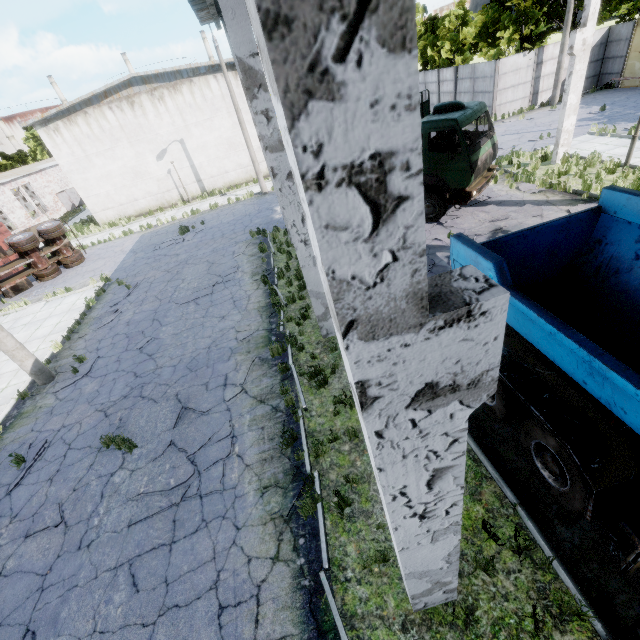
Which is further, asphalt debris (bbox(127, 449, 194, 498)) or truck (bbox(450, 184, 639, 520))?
asphalt debris (bbox(127, 449, 194, 498))

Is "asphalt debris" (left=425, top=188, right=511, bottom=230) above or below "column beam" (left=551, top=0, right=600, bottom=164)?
below

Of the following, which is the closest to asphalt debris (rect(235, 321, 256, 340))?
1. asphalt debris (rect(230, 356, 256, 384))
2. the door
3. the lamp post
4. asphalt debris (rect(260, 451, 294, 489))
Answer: asphalt debris (rect(230, 356, 256, 384))

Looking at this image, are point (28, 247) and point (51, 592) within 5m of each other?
no

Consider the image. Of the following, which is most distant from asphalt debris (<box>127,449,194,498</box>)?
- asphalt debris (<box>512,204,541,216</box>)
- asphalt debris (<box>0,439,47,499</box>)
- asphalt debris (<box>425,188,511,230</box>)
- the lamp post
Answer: asphalt debris (<box>512,204,541,216</box>)

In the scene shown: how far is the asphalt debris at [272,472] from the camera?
6.1 meters

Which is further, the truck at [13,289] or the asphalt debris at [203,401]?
the truck at [13,289]

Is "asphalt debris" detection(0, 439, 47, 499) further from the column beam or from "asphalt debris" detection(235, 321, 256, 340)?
the column beam
